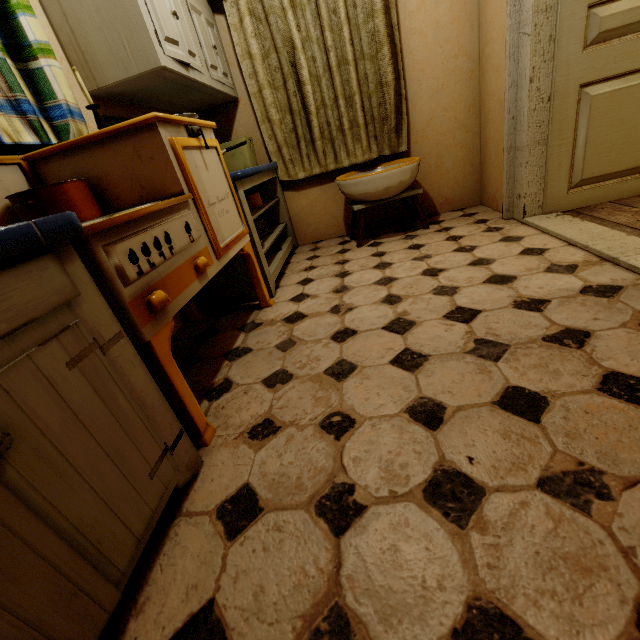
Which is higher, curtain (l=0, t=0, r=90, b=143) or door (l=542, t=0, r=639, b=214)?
curtain (l=0, t=0, r=90, b=143)

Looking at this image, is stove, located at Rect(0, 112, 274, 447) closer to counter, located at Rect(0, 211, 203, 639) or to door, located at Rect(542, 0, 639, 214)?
counter, located at Rect(0, 211, 203, 639)

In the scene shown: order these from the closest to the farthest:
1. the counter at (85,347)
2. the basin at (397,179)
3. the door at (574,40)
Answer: the counter at (85,347), the door at (574,40), the basin at (397,179)

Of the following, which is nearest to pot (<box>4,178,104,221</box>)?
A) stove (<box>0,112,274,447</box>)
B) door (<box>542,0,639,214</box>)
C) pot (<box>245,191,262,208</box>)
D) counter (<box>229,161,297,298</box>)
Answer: stove (<box>0,112,274,447</box>)

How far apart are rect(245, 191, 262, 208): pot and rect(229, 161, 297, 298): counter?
0.05m

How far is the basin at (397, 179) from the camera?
2.4m

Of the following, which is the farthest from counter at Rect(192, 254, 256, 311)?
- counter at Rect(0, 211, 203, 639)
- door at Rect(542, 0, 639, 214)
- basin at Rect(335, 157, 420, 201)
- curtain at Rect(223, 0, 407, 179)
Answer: door at Rect(542, 0, 639, 214)

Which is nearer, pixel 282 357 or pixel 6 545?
pixel 6 545
